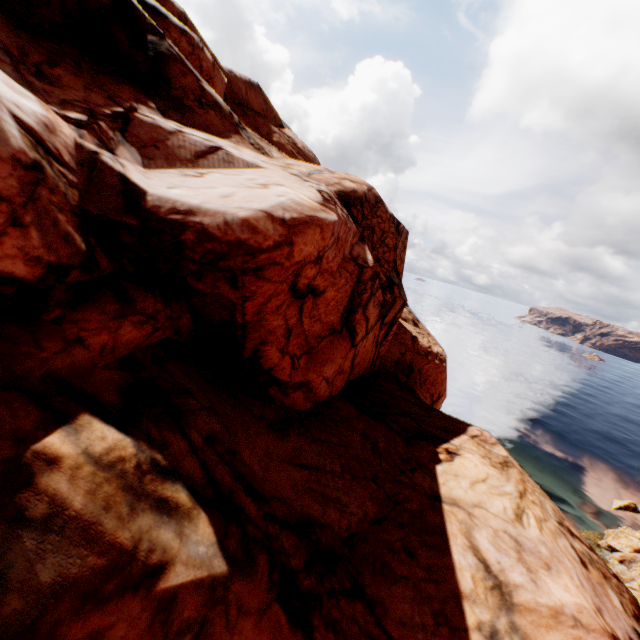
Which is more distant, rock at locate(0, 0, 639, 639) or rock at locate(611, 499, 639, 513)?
rock at locate(611, 499, 639, 513)

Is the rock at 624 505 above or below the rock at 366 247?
below

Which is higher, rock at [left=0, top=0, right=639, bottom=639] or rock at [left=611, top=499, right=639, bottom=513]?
Answer: rock at [left=0, top=0, right=639, bottom=639]

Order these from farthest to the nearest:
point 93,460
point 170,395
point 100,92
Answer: point 100,92, point 170,395, point 93,460

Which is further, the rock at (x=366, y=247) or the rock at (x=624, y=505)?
the rock at (x=624, y=505)
